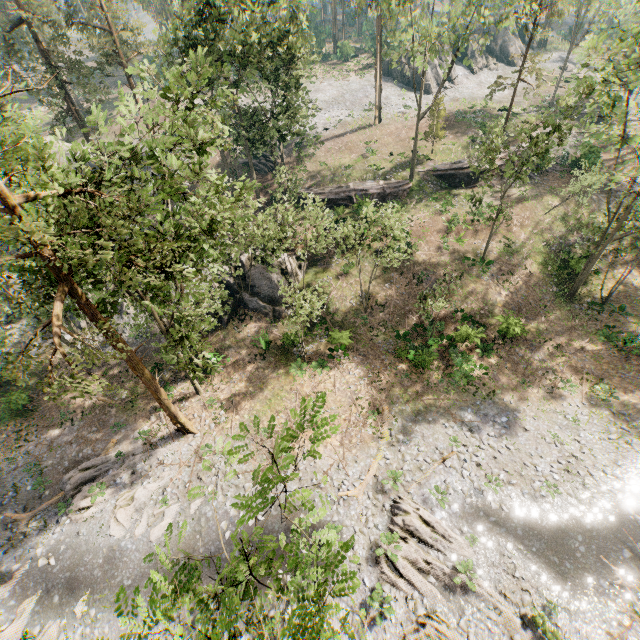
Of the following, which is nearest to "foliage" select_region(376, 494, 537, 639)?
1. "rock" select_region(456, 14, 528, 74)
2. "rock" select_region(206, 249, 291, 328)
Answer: "rock" select_region(456, 14, 528, 74)

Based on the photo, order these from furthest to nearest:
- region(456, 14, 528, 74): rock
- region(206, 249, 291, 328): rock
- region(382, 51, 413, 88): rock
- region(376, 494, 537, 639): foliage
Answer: region(456, 14, 528, 74): rock → region(382, 51, 413, 88): rock → region(206, 249, 291, 328): rock → region(376, 494, 537, 639): foliage

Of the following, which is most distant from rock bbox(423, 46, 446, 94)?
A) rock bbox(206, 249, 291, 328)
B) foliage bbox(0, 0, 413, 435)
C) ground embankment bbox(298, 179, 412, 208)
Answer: rock bbox(206, 249, 291, 328)

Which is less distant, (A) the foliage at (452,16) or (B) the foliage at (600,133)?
(B) the foliage at (600,133)

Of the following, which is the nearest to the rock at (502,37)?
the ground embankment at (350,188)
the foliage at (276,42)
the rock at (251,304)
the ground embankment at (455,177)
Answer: the foliage at (276,42)

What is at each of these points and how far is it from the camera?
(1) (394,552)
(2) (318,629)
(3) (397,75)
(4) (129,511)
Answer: (1) foliage, 16.2 meters
(2) foliage, 4.3 meters
(3) rock, 50.3 meters
(4) foliage, 19.1 meters

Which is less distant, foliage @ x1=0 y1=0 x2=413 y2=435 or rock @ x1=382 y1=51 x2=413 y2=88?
foliage @ x1=0 y1=0 x2=413 y2=435

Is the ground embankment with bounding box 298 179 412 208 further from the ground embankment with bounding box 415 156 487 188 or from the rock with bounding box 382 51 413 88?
the rock with bounding box 382 51 413 88
